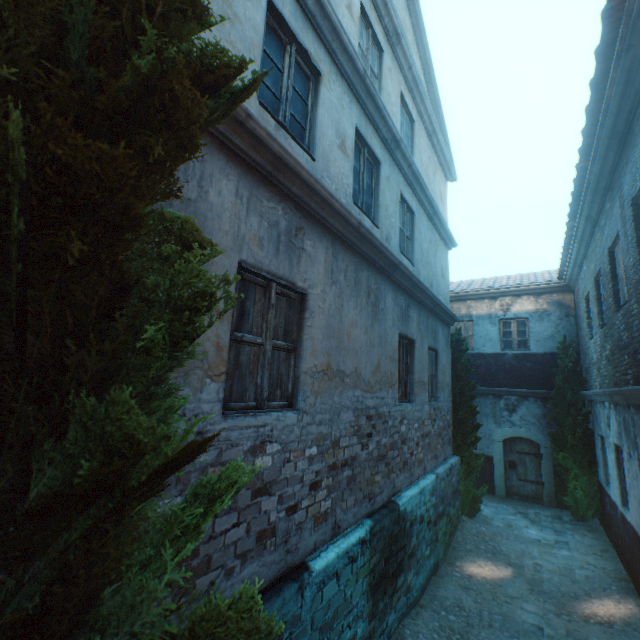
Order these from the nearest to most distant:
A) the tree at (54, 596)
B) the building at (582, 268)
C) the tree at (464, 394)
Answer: the tree at (54, 596), the building at (582, 268), the tree at (464, 394)

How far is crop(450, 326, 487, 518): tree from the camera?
9.4 meters

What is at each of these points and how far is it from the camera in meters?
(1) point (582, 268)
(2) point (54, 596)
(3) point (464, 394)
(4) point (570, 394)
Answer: (1) building, 9.7 m
(2) tree, 0.7 m
(3) tree, 9.8 m
(4) tree, 10.4 m

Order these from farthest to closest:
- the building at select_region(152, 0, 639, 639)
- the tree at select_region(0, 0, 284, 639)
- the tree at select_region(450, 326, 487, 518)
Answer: the tree at select_region(450, 326, 487, 518) → the building at select_region(152, 0, 639, 639) → the tree at select_region(0, 0, 284, 639)

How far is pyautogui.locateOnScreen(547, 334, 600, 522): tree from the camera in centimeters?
973cm

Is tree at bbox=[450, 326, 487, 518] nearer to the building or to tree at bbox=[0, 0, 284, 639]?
tree at bbox=[0, 0, 284, 639]

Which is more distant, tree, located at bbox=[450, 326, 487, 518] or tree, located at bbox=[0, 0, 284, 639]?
tree, located at bbox=[450, 326, 487, 518]

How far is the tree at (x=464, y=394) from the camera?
9.36m
